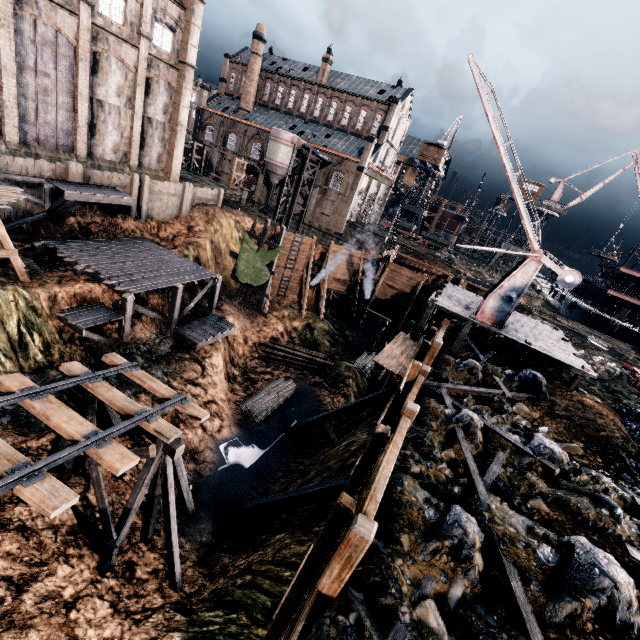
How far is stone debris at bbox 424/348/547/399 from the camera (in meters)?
15.95

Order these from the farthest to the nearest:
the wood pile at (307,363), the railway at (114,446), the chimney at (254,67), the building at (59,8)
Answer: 1. the chimney at (254,67)
2. the wood pile at (307,363)
3. the building at (59,8)
4. the railway at (114,446)

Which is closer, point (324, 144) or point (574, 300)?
point (574, 300)

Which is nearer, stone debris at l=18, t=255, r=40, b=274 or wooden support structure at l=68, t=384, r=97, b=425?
wooden support structure at l=68, t=384, r=97, b=425

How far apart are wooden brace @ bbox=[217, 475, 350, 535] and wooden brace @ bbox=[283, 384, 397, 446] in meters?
8.0

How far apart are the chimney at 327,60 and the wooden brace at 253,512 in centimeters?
6495cm

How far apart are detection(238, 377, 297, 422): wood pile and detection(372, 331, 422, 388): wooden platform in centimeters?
1342cm

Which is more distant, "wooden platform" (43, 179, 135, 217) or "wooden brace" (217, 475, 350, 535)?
"wooden platform" (43, 179, 135, 217)
